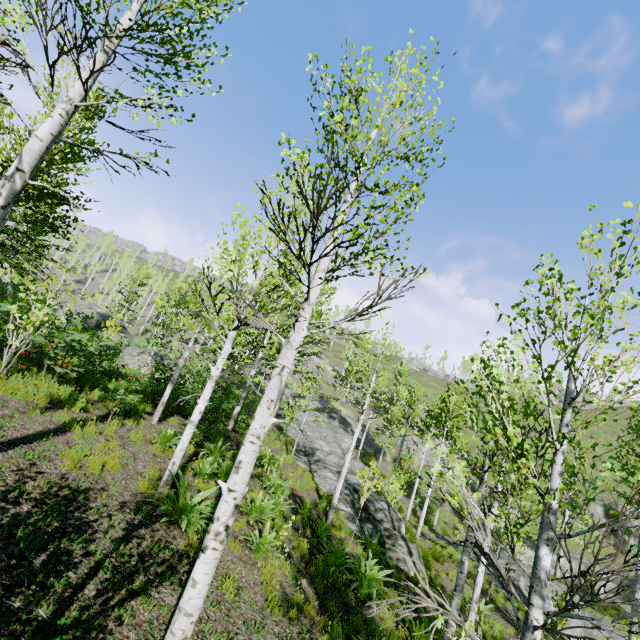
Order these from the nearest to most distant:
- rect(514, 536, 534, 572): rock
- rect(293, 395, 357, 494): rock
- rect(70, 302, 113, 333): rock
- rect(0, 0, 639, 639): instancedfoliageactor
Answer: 1. rect(0, 0, 639, 639): instancedfoliageactor
2. rect(293, 395, 357, 494): rock
3. rect(514, 536, 534, 572): rock
4. rect(70, 302, 113, 333): rock

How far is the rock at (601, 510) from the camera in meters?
32.2 m

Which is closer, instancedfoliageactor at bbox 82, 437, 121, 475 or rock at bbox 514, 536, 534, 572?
instancedfoliageactor at bbox 82, 437, 121, 475

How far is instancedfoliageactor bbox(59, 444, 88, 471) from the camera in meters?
5.8

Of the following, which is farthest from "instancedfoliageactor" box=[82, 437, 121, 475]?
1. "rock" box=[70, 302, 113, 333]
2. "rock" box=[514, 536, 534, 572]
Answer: "rock" box=[70, 302, 113, 333]

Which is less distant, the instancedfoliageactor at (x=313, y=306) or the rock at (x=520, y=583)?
the instancedfoliageactor at (x=313, y=306)

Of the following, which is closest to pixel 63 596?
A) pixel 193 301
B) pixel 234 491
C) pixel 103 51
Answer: pixel 234 491

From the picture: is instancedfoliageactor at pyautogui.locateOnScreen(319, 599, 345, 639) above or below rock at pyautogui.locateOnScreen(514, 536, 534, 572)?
above
